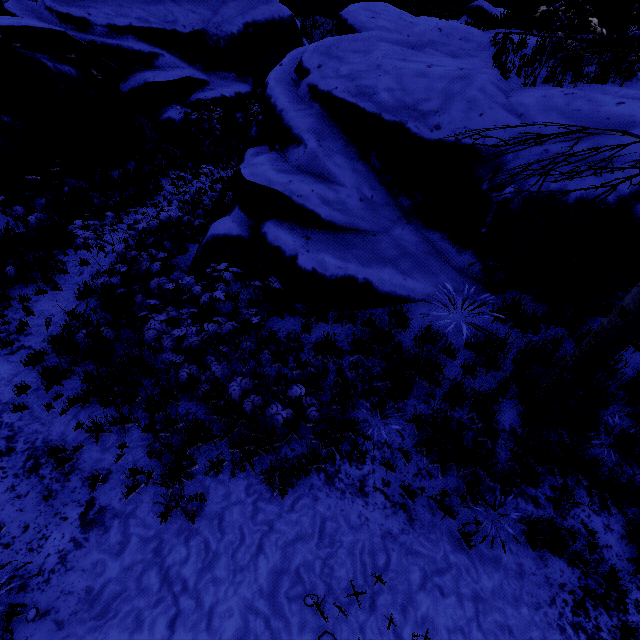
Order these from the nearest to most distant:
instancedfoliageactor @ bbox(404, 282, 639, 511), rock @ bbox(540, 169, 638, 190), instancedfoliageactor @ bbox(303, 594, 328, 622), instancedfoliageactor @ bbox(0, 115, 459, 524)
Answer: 1. instancedfoliageactor @ bbox(303, 594, 328, 622)
2. instancedfoliageactor @ bbox(404, 282, 639, 511)
3. instancedfoliageactor @ bbox(0, 115, 459, 524)
4. rock @ bbox(540, 169, 638, 190)

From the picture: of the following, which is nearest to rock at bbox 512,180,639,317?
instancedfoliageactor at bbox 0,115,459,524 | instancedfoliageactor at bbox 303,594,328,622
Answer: instancedfoliageactor at bbox 0,115,459,524

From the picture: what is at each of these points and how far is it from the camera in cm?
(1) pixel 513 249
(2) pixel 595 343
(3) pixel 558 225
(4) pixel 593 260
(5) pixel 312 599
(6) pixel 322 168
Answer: (1) rock, 536
(2) instancedfoliageactor, 336
(3) rock, 495
(4) rock, 481
(5) instancedfoliageactor, 304
(6) rock, 612

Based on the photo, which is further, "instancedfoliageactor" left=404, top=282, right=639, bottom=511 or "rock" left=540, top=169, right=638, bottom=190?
"rock" left=540, top=169, right=638, bottom=190

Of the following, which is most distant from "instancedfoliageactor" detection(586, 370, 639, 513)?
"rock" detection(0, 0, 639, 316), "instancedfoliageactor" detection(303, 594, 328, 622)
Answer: "instancedfoliageactor" detection(303, 594, 328, 622)

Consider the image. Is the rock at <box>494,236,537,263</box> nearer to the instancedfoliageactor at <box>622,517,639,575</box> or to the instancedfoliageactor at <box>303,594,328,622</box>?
the instancedfoliageactor at <box>622,517,639,575</box>

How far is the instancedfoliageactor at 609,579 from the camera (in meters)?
3.32

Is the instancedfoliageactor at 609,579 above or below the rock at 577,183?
below
